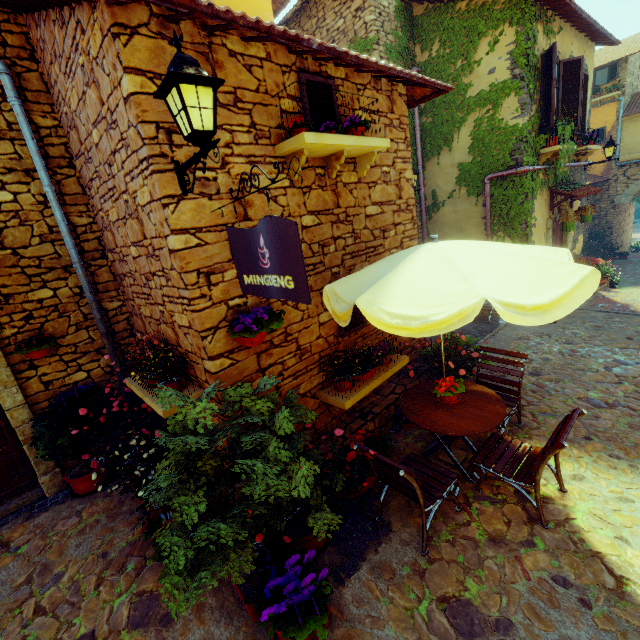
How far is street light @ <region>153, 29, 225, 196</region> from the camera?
2.1m

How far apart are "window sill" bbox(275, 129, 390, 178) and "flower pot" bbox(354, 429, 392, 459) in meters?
3.2

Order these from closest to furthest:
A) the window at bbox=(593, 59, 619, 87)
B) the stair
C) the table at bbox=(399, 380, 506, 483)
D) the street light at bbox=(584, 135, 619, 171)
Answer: the table at bbox=(399, 380, 506, 483) < the stair < the street light at bbox=(584, 135, 619, 171) < the window at bbox=(593, 59, 619, 87)

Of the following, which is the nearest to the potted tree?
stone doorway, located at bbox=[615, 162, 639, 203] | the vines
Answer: the vines

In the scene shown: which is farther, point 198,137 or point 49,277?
point 49,277

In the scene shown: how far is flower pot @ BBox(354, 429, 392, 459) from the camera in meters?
4.0

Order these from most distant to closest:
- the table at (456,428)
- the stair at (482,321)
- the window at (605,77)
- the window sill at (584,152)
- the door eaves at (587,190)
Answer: the window at (605,77), the window sill at (584,152), the door eaves at (587,190), the stair at (482,321), the table at (456,428)

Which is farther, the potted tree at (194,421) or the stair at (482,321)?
the stair at (482,321)
